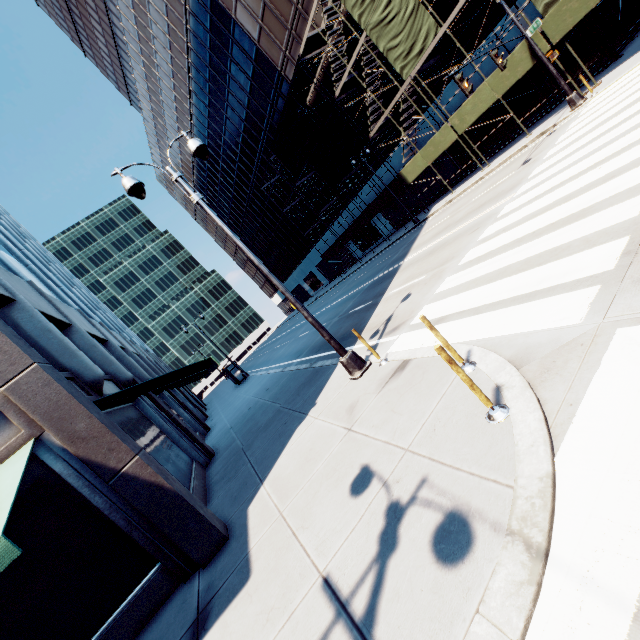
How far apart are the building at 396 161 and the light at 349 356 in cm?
2532

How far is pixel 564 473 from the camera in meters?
2.8 m

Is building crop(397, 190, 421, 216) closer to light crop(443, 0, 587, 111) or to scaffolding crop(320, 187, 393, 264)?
scaffolding crop(320, 187, 393, 264)

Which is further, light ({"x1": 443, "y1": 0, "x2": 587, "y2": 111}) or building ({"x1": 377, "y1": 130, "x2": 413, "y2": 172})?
building ({"x1": 377, "y1": 130, "x2": 413, "y2": 172})

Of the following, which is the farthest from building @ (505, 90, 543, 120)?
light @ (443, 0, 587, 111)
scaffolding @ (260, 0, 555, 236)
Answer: light @ (443, 0, 587, 111)

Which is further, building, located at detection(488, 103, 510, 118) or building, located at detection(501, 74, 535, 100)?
building, located at detection(488, 103, 510, 118)

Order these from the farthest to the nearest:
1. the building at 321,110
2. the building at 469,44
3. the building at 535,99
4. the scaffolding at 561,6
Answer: the building at 321,110, the building at 535,99, the building at 469,44, the scaffolding at 561,6
